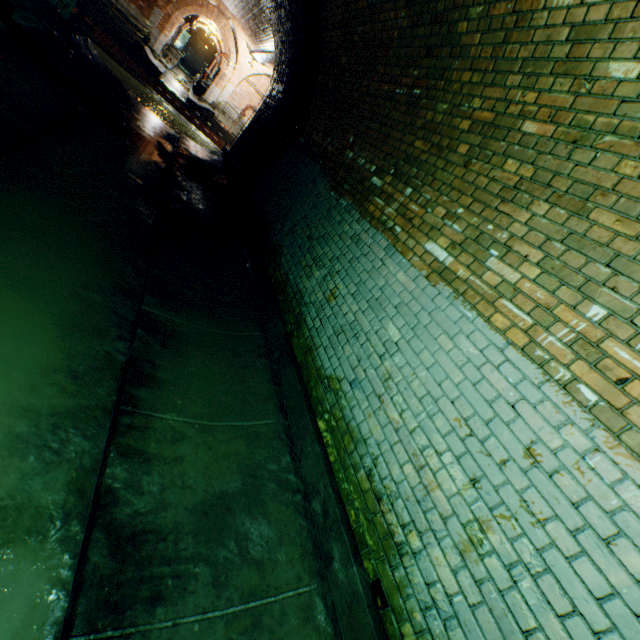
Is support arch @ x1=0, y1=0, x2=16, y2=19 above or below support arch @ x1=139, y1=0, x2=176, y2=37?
below

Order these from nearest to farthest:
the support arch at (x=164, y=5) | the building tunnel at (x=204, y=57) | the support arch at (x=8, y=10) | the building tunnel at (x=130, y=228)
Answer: the building tunnel at (x=130, y=228), the support arch at (x=8, y=10), the support arch at (x=164, y=5), the building tunnel at (x=204, y=57)

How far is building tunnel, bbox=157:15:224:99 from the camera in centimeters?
2324cm

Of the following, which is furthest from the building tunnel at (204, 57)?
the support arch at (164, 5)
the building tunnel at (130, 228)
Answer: the building tunnel at (130, 228)

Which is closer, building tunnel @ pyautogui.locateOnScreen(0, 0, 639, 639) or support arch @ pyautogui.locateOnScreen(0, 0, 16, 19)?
building tunnel @ pyautogui.locateOnScreen(0, 0, 639, 639)

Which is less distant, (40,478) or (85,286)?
(40,478)

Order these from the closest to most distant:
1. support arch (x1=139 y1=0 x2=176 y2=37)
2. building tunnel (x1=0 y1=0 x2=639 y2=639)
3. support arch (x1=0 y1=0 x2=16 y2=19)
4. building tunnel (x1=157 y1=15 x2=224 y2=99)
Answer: building tunnel (x1=0 y1=0 x2=639 y2=639) → support arch (x1=0 y1=0 x2=16 y2=19) → support arch (x1=139 y1=0 x2=176 y2=37) → building tunnel (x1=157 y1=15 x2=224 y2=99)

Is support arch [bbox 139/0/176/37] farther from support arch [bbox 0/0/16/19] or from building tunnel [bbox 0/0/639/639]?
support arch [bbox 0/0/16/19]
